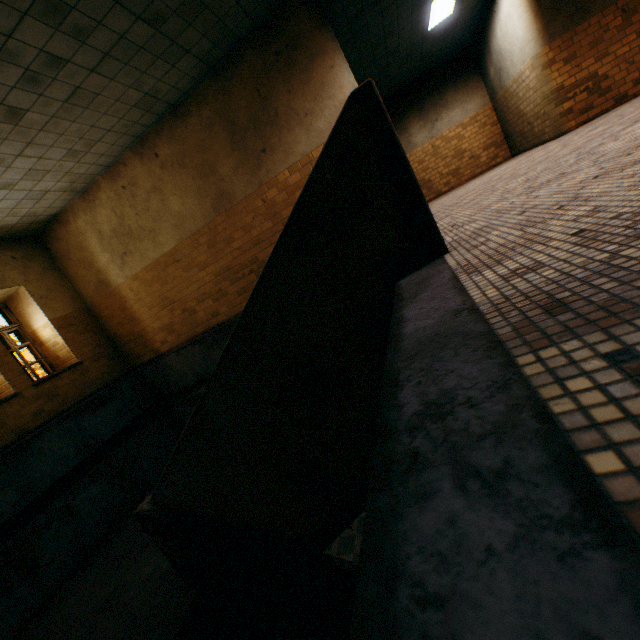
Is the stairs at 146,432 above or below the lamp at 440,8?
below

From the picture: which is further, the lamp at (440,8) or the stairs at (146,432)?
the lamp at (440,8)

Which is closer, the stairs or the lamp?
the stairs

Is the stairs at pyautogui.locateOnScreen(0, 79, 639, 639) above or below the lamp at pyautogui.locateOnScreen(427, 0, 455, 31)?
below

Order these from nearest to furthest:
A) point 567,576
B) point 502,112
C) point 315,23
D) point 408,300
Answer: point 567,576, point 408,300, point 315,23, point 502,112
